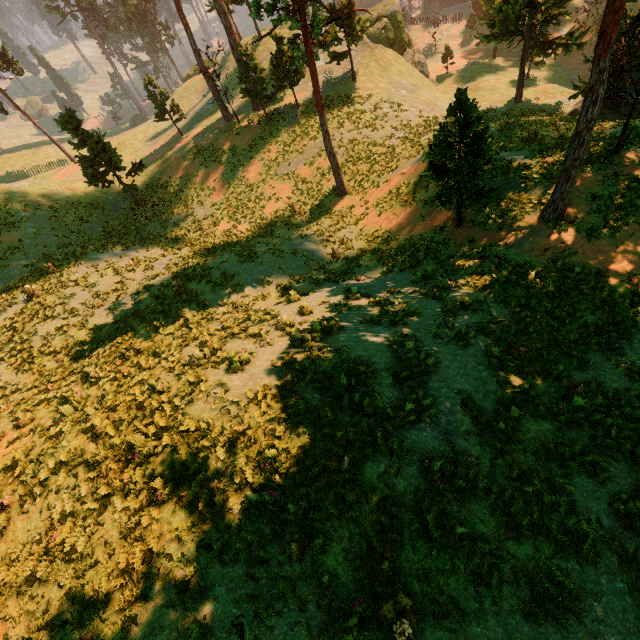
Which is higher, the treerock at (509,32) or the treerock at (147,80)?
the treerock at (147,80)

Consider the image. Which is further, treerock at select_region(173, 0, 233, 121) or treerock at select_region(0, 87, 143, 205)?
treerock at select_region(173, 0, 233, 121)

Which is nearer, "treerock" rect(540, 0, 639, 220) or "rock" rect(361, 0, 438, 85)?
"treerock" rect(540, 0, 639, 220)

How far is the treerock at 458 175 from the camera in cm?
1223

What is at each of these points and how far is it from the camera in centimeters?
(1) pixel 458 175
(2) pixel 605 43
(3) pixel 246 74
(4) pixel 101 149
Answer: (1) treerock, 1358cm
(2) treerock, 930cm
(3) treerock, 2770cm
(4) treerock, 2791cm

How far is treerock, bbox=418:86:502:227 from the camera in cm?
1223

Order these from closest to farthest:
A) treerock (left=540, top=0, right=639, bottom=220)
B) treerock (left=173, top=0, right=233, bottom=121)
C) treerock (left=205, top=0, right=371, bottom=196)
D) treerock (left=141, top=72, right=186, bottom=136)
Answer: treerock (left=540, top=0, right=639, bottom=220), treerock (left=205, top=0, right=371, bottom=196), treerock (left=173, top=0, right=233, bottom=121), treerock (left=141, top=72, right=186, bottom=136)
